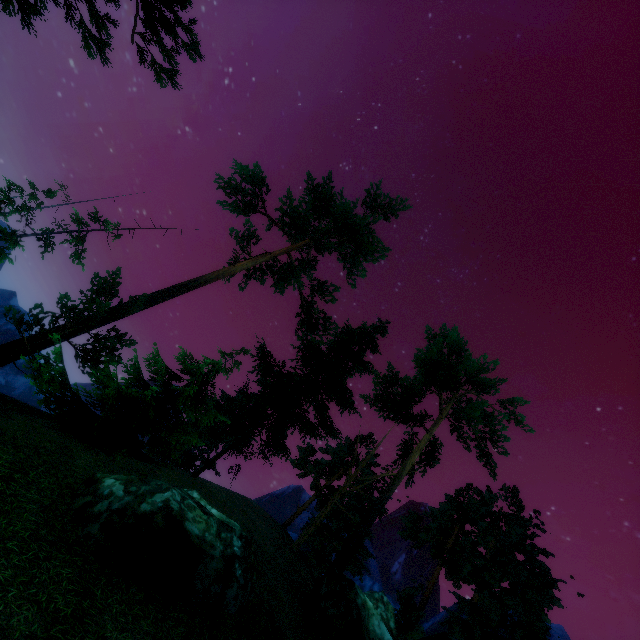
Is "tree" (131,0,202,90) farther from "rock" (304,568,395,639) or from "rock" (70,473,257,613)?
"rock" (70,473,257,613)

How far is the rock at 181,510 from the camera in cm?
735

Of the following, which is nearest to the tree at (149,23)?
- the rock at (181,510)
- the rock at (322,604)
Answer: the rock at (322,604)

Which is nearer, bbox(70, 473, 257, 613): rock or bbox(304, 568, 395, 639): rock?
bbox(70, 473, 257, 613): rock

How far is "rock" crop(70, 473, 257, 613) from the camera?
7.4 meters

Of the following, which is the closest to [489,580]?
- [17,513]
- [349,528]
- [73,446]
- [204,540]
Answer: [349,528]

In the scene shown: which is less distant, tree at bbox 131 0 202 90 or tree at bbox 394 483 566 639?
tree at bbox 131 0 202 90
